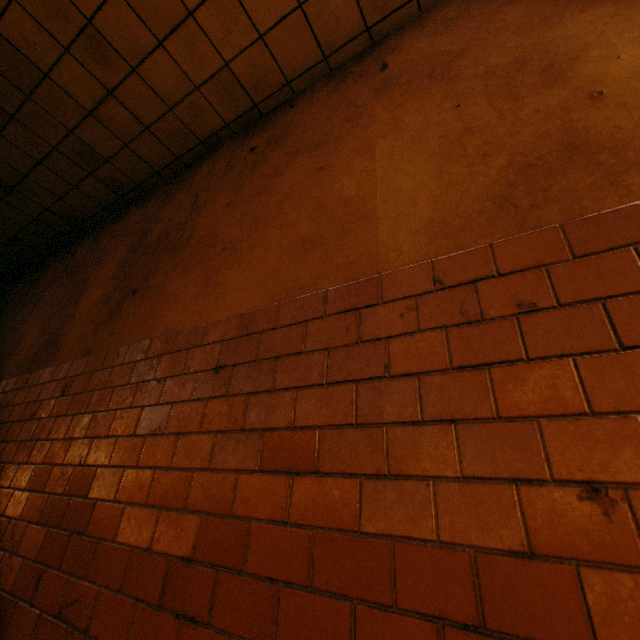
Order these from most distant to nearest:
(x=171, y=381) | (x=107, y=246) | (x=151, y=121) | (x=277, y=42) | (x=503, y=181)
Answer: (x=107, y=246) → (x=151, y=121) → (x=277, y=42) → (x=171, y=381) → (x=503, y=181)
